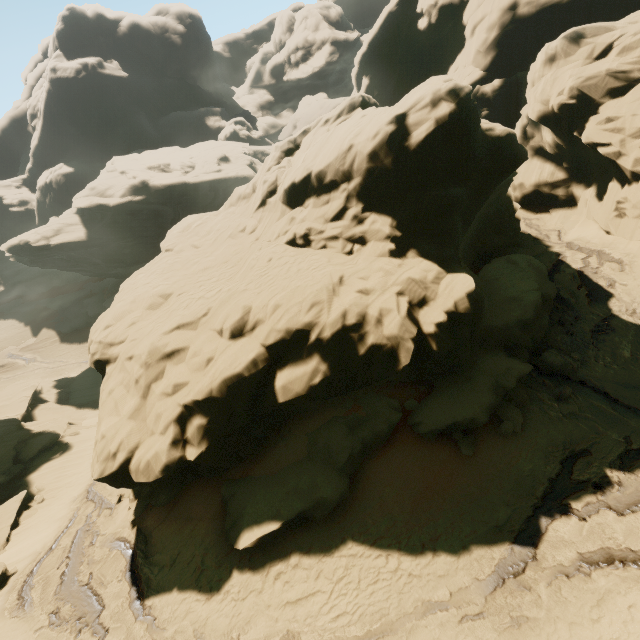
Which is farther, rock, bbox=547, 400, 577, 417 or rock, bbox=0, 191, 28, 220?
rock, bbox=0, 191, 28, 220

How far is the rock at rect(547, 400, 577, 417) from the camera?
11.7m

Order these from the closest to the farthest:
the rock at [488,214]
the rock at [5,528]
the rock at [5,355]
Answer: the rock at [488,214], the rock at [5,528], the rock at [5,355]

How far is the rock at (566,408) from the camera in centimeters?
1173cm

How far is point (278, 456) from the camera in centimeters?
1238cm
